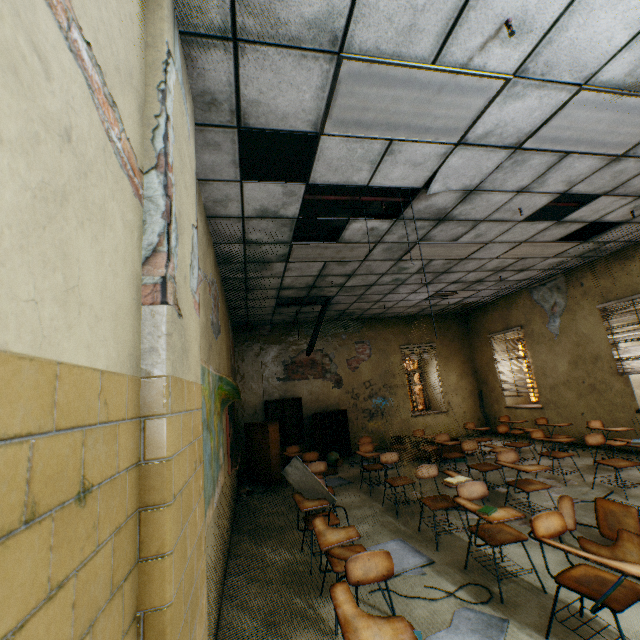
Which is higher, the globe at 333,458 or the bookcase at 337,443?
the bookcase at 337,443

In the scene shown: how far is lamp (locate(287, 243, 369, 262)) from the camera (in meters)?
4.79

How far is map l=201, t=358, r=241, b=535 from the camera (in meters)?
2.60

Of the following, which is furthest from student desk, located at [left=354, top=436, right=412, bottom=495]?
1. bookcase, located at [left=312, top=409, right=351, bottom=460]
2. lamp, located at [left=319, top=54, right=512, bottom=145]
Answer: lamp, located at [left=319, top=54, right=512, bottom=145]

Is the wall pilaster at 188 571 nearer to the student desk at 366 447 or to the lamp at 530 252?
the student desk at 366 447

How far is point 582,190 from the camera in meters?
4.1

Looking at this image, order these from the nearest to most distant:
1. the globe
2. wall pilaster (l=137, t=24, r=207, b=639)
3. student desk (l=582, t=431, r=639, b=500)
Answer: wall pilaster (l=137, t=24, r=207, b=639) < student desk (l=582, t=431, r=639, b=500) < the globe

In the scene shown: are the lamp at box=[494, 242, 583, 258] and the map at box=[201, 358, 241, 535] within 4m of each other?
no
